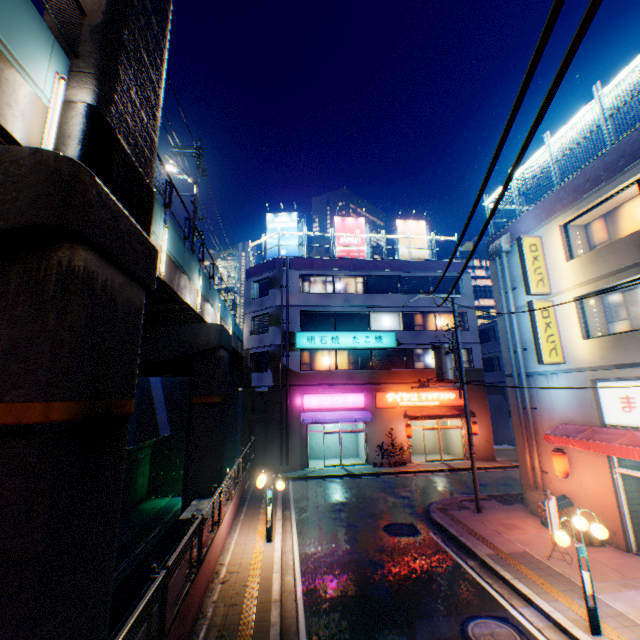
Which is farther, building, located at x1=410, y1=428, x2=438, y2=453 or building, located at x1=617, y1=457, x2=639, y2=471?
building, located at x1=410, y1=428, x2=438, y2=453

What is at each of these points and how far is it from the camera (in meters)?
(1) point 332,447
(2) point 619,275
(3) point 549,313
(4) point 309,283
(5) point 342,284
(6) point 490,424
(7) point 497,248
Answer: (1) building, 25.89
(2) building, 10.28
(3) sign, 12.68
(4) window glass, 25.92
(5) window glass, 26.22
(6) building, 32.41
(7) ventilation tube, 15.46

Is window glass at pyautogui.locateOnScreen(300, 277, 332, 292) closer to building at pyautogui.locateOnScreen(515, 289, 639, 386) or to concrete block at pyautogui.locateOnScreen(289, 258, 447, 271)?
building at pyautogui.locateOnScreen(515, 289, 639, 386)

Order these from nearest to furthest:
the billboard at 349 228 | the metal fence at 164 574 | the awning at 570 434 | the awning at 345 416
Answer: the metal fence at 164 574
the awning at 570 434
the awning at 345 416
the billboard at 349 228

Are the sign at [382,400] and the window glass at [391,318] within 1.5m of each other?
no

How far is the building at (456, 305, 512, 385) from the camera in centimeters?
1570cm

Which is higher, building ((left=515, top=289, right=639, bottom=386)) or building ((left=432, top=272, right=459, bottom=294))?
building ((left=432, top=272, right=459, bottom=294))
